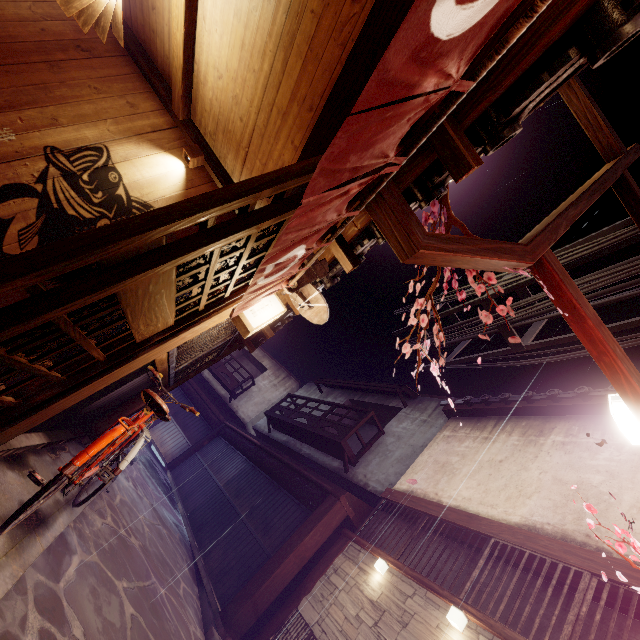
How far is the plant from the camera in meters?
4.4

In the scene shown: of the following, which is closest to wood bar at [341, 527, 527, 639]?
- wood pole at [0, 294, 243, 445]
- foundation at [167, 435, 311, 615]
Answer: foundation at [167, 435, 311, 615]

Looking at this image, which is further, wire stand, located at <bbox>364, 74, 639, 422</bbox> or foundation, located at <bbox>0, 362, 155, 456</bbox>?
foundation, located at <bbox>0, 362, 155, 456</bbox>

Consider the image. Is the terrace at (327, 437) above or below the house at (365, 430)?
below

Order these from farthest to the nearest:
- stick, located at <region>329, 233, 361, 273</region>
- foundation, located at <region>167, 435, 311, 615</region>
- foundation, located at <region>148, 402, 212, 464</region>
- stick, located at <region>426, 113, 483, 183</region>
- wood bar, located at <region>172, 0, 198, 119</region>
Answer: foundation, located at <region>148, 402, 212, 464</region>
foundation, located at <region>167, 435, 311, 615</region>
stick, located at <region>329, 233, 361, 273</region>
wood bar, located at <region>172, 0, 198, 119</region>
stick, located at <region>426, 113, 483, 183</region>

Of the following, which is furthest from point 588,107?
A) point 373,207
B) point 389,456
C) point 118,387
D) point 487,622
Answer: point 389,456

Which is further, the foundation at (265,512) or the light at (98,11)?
the foundation at (265,512)

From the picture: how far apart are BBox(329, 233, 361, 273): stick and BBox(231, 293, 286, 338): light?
1.25m
